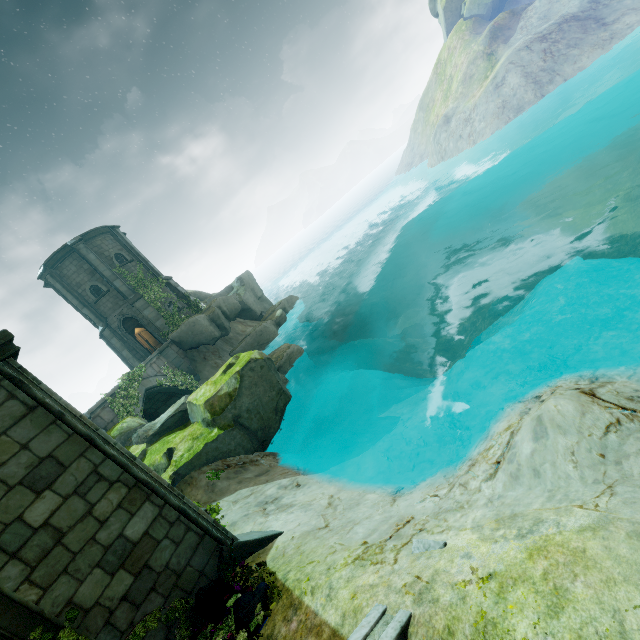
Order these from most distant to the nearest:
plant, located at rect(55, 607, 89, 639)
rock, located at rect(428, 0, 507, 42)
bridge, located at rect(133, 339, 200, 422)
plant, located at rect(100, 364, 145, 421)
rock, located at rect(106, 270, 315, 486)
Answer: rock, located at rect(428, 0, 507, 42), bridge, located at rect(133, 339, 200, 422), plant, located at rect(100, 364, 145, 421), rock, located at rect(106, 270, 315, 486), plant, located at rect(55, 607, 89, 639)

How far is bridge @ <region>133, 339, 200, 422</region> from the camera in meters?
18.5 m

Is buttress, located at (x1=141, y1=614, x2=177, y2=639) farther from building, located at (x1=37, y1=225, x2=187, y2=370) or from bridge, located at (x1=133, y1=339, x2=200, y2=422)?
building, located at (x1=37, y1=225, x2=187, y2=370)

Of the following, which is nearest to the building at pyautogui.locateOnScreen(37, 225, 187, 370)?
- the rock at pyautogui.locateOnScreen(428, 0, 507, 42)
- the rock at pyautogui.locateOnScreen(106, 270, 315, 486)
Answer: the rock at pyautogui.locateOnScreen(106, 270, 315, 486)

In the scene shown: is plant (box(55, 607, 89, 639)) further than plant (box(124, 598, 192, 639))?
No

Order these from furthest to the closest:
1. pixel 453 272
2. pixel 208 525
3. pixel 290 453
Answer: pixel 453 272, pixel 290 453, pixel 208 525

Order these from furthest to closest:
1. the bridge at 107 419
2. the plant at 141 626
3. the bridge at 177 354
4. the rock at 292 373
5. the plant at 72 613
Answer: the bridge at 177 354 → the bridge at 107 419 → the rock at 292 373 → the plant at 141 626 → the plant at 72 613

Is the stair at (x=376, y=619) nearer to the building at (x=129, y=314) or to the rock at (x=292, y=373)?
the rock at (x=292, y=373)
